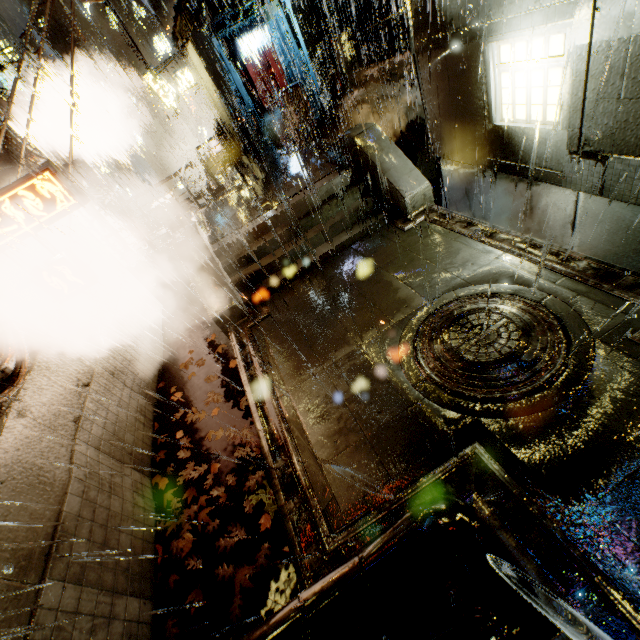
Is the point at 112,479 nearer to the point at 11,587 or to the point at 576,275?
the point at 11,587

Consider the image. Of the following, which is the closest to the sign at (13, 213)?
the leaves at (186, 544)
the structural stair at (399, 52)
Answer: the leaves at (186, 544)

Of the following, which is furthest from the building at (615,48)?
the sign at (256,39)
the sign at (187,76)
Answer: the sign at (187,76)

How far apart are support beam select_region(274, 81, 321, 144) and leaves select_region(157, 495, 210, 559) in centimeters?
1369cm

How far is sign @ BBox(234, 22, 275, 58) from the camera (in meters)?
22.66

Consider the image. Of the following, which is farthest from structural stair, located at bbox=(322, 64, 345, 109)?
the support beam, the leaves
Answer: the leaves

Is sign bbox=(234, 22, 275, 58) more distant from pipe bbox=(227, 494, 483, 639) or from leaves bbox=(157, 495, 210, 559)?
pipe bbox=(227, 494, 483, 639)

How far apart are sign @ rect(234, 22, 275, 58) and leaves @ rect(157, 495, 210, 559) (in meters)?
27.57
